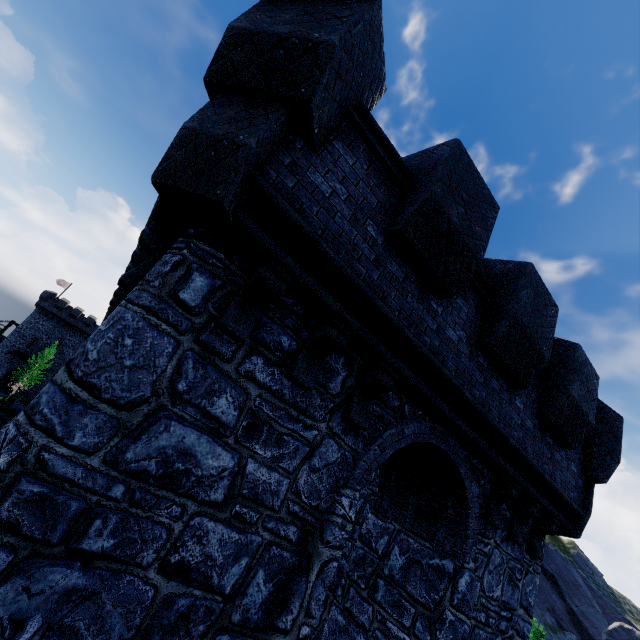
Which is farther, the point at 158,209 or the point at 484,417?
the point at 484,417
